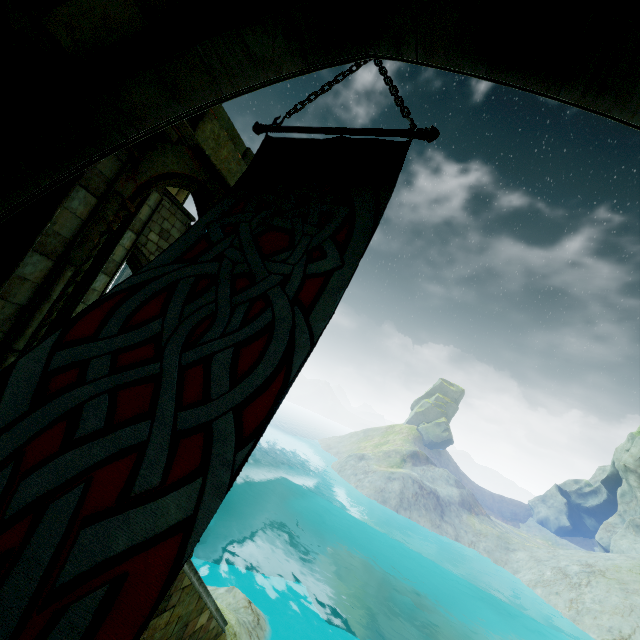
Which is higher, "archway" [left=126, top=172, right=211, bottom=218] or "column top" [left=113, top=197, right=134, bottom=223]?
"archway" [left=126, top=172, right=211, bottom=218]

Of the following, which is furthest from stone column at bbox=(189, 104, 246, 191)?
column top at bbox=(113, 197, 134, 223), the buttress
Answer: the buttress

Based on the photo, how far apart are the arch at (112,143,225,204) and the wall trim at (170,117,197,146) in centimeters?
0cm

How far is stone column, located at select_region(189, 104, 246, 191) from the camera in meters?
6.4

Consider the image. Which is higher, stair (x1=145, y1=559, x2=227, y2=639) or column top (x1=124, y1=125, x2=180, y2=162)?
column top (x1=124, y1=125, x2=180, y2=162)

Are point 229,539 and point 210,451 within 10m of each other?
no

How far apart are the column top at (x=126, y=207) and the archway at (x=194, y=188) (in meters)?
0.01

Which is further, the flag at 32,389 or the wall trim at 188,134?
the wall trim at 188,134
